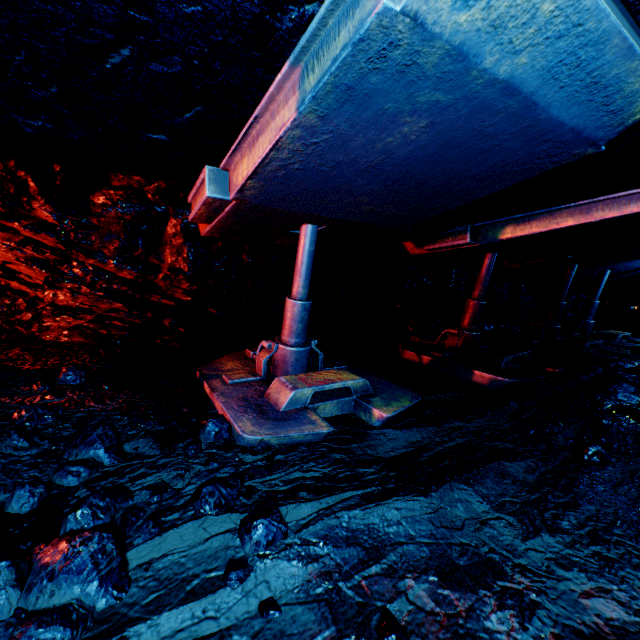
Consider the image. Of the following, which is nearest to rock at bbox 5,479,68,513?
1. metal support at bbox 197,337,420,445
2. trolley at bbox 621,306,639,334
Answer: trolley at bbox 621,306,639,334

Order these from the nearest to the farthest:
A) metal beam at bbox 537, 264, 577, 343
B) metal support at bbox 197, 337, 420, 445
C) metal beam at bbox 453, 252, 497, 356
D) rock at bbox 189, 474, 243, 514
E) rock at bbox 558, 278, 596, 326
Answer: rock at bbox 189, 474, 243, 514
metal support at bbox 197, 337, 420, 445
metal beam at bbox 453, 252, 497, 356
metal beam at bbox 537, 264, 577, 343
rock at bbox 558, 278, 596, 326

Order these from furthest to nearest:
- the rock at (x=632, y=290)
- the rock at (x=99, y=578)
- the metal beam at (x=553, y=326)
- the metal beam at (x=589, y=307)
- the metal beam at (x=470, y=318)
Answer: the rock at (x=632, y=290)
the metal beam at (x=589, y=307)
the metal beam at (x=553, y=326)
the metal beam at (x=470, y=318)
the rock at (x=99, y=578)

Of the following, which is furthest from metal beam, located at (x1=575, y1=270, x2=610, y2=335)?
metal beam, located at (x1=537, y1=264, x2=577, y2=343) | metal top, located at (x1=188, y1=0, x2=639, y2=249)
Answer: metal top, located at (x1=188, y1=0, x2=639, y2=249)

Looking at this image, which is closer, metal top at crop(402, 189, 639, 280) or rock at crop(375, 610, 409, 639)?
rock at crop(375, 610, 409, 639)

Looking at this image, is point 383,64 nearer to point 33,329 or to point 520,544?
point 520,544

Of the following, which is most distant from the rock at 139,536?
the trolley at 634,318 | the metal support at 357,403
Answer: the metal support at 357,403

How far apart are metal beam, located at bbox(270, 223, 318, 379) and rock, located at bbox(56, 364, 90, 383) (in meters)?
1.57
